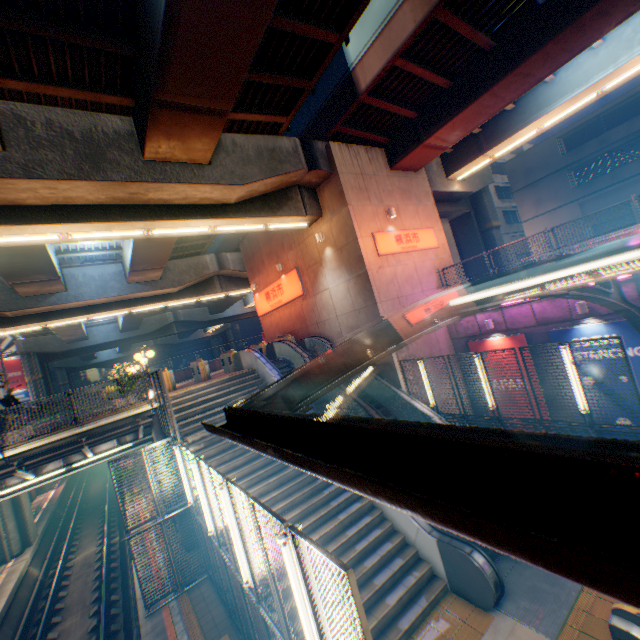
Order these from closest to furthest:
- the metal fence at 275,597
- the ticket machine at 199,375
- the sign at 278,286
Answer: the metal fence at 275,597, the ticket machine at 199,375, the sign at 278,286

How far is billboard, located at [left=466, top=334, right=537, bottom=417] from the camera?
13.5 meters

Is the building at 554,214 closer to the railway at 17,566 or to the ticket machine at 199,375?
the ticket machine at 199,375

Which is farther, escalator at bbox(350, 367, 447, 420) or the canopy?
escalator at bbox(350, 367, 447, 420)

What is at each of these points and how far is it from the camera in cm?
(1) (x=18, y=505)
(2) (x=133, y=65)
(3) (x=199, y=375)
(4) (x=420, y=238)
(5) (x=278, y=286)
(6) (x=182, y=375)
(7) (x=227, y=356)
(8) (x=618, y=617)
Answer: (1) overpass support, 1803
(2) overpass support, 875
(3) ticket machine, 1720
(4) sign, 1634
(5) sign, 2038
(6) concrete block, 2748
(7) ticket machine, 1823
(8) ticket machine, 517

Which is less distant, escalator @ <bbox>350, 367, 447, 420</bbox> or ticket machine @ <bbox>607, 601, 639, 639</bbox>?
ticket machine @ <bbox>607, 601, 639, 639</bbox>

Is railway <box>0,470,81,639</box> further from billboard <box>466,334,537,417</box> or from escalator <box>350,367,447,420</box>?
billboard <box>466,334,537,417</box>

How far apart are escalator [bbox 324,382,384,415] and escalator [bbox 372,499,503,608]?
1.35m
